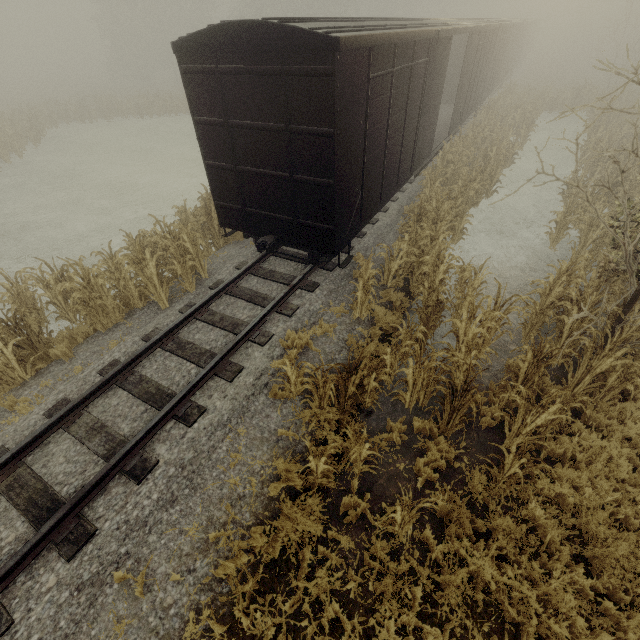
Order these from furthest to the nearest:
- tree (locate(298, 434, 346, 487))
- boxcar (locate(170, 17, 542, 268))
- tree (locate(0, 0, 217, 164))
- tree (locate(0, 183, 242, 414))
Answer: tree (locate(0, 0, 217, 164))
tree (locate(0, 183, 242, 414))
boxcar (locate(170, 17, 542, 268))
tree (locate(298, 434, 346, 487))

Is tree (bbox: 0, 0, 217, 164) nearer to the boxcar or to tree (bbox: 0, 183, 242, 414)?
the boxcar

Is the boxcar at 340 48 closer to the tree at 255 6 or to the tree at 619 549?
the tree at 619 549

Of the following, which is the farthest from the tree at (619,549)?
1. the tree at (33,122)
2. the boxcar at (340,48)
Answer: the tree at (33,122)

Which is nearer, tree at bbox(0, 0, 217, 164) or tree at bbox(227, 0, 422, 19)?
tree at bbox(0, 0, 217, 164)

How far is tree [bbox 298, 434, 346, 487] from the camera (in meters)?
4.58

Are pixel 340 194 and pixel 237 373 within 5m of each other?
yes

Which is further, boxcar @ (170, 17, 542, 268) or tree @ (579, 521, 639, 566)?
boxcar @ (170, 17, 542, 268)
